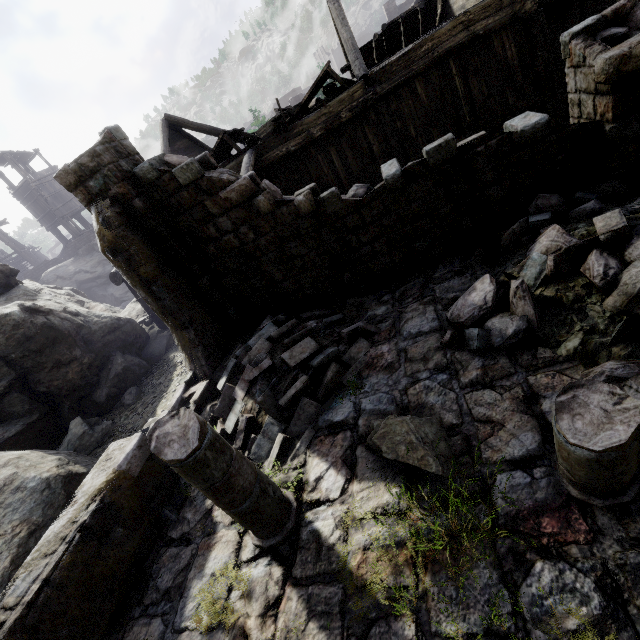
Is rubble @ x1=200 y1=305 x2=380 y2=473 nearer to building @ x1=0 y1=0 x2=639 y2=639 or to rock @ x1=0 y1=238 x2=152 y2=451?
building @ x1=0 y1=0 x2=639 y2=639

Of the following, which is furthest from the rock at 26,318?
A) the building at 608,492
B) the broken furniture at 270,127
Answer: the broken furniture at 270,127

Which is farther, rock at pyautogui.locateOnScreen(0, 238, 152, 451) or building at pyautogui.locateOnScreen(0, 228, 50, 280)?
building at pyautogui.locateOnScreen(0, 228, 50, 280)

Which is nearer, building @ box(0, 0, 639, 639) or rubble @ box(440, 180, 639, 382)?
Answer: building @ box(0, 0, 639, 639)

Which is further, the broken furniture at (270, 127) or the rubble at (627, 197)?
the broken furniture at (270, 127)

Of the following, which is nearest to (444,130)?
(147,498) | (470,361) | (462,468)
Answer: (470,361)

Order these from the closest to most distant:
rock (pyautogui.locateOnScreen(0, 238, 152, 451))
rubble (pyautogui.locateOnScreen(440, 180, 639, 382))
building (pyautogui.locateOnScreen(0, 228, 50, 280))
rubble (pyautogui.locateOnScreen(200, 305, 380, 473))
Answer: rubble (pyautogui.locateOnScreen(440, 180, 639, 382)) < rubble (pyautogui.locateOnScreen(200, 305, 380, 473)) < rock (pyautogui.locateOnScreen(0, 238, 152, 451)) < building (pyautogui.locateOnScreen(0, 228, 50, 280))

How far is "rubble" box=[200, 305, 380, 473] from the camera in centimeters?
562cm
